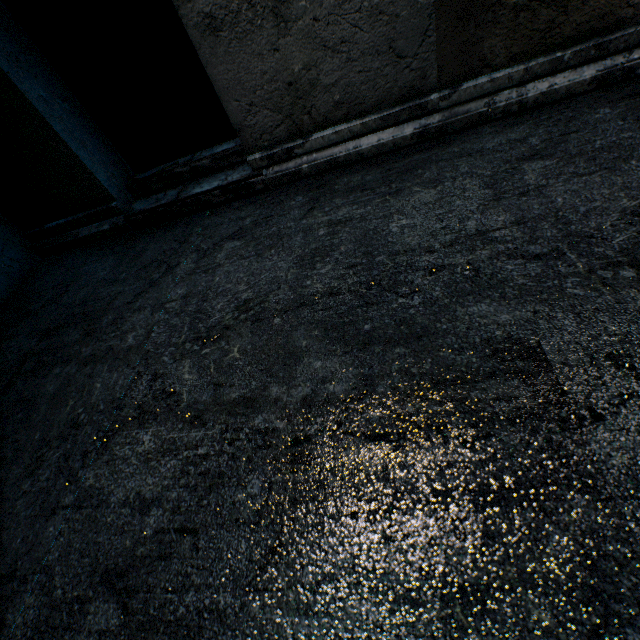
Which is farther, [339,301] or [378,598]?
[339,301]
